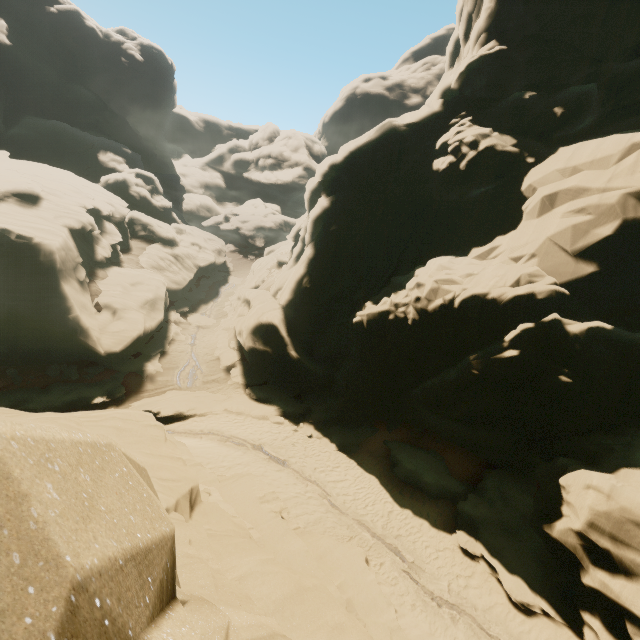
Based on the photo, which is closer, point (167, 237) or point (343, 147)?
point (343, 147)

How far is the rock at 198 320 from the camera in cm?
3238

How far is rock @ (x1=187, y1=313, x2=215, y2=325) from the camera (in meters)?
32.38

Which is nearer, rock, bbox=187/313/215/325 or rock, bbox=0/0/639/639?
rock, bbox=0/0/639/639

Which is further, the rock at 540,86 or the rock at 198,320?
the rock at 198,320
